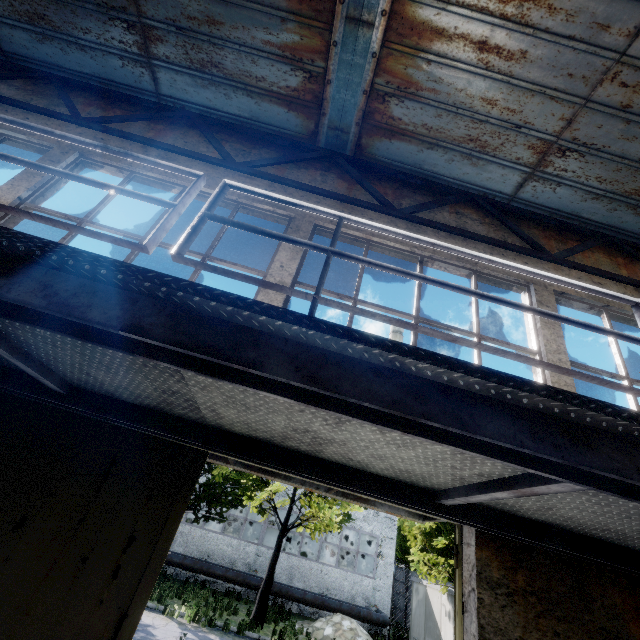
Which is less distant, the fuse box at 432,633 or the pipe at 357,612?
the fuse box at 432,633

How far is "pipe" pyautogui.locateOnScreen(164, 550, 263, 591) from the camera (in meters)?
18.47

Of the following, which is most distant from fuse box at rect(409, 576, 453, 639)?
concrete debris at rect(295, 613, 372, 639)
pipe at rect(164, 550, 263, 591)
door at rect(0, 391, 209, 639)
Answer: door at rect(0, 391, 209, 639)

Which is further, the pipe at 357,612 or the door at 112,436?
the pipe at 357,612

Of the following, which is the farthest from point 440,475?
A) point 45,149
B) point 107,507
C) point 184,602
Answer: point 184,602

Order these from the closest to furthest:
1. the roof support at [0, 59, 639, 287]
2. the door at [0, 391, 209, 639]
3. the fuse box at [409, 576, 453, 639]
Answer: the door at [0, 391, 209, 639], the roof support at [0, 59, 639, 287], the fuse box at [409, 576, 453, 639]

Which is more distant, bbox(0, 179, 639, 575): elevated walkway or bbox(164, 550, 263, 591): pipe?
bbox(164, 550, 263, 591): pipe
